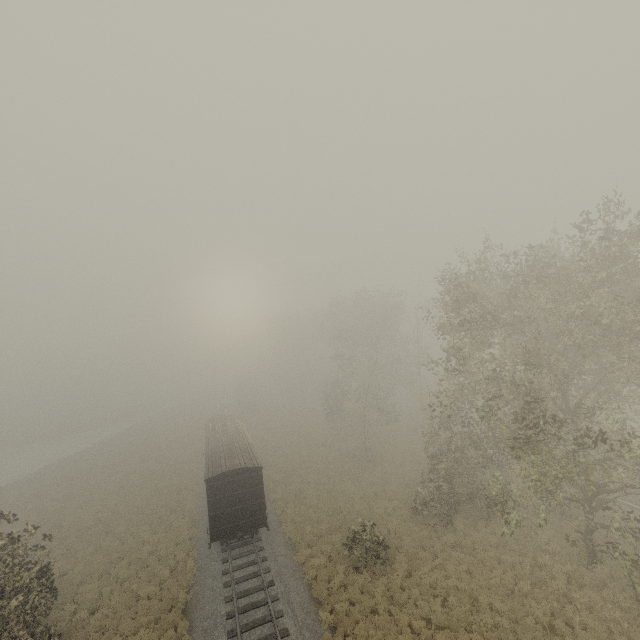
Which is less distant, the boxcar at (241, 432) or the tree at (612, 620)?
the tree at (612, 620)

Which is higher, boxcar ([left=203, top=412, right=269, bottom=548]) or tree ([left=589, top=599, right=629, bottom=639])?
boxcar ([left=203, top=412, right=269, bottom=548])

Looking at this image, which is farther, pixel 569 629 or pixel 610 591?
pixel 610 591

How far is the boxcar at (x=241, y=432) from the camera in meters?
19.1

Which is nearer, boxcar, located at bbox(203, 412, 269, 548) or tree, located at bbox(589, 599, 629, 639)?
tree, located at bbox(589, 599, 629, 639)

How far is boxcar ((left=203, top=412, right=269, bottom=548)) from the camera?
19.12m
